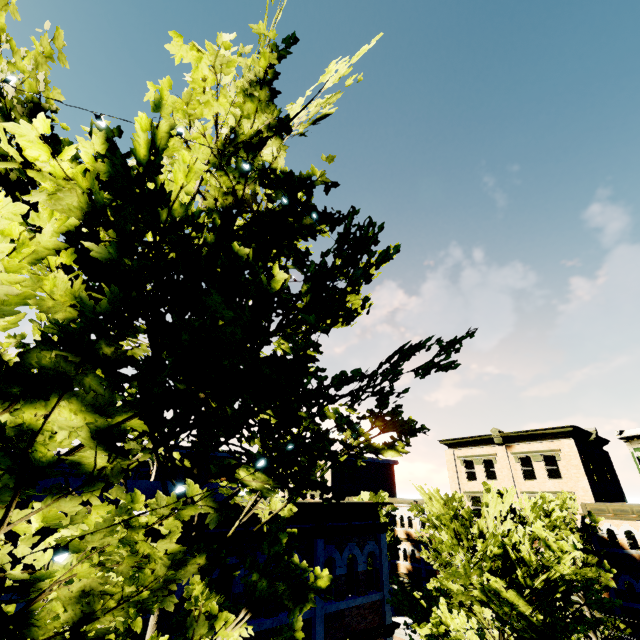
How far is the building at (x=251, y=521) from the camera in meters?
8.4 m

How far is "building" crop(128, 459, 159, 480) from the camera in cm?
3706

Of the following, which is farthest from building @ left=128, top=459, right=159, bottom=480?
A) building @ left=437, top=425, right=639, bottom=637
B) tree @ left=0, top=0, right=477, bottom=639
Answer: tree @ left=0, top=0, right=477, bottom=639

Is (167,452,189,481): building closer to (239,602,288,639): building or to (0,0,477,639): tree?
(239,602,288,639): building

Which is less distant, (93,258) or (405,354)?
(93,258)
